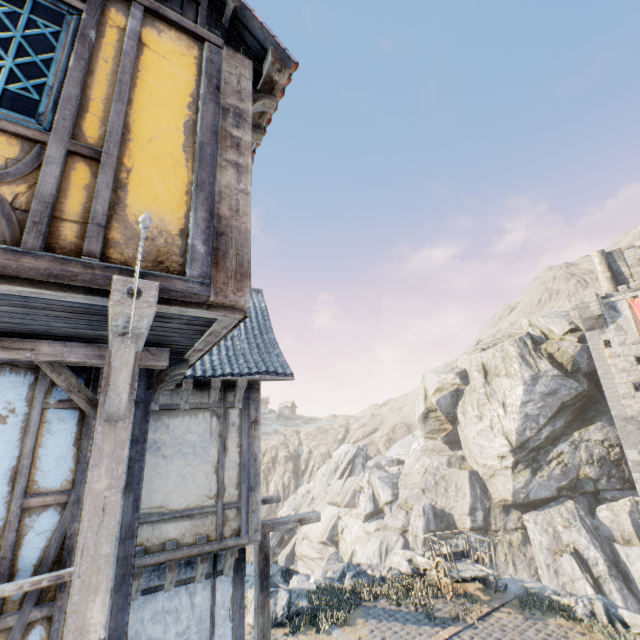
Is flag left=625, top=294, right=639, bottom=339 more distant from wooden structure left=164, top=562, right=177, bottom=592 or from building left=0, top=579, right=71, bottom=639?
wooden structure left=164, top=562, right=177, bottom=592

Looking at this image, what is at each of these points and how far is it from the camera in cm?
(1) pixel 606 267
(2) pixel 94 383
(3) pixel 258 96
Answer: (1) chimney, 2909
(2) building, 352
(3) wooden structure, 381

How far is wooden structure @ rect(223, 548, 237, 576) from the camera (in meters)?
5.78

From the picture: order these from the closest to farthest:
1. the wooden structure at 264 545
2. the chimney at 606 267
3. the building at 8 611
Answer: the building at 8 611 → the wooden structure at 264 545 → the chimney at 606 267

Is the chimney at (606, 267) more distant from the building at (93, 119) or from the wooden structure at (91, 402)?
the wooden structure at (91, 402)

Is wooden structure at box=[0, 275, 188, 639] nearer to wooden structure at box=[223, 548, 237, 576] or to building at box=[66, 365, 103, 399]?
building at box=[66, 365, 103, 399]

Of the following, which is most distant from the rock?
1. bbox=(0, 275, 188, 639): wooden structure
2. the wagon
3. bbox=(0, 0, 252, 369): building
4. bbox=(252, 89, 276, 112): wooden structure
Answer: bbox=(252, 89, 276, 112): wooden structure

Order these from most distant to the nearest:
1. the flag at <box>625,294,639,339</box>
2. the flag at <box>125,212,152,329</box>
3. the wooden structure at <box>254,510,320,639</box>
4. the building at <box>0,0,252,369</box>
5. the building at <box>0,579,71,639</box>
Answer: the flag at <box>625,294,639,339</box>, the wooden structure at <box>254,510,320,639</box>, the building at <box>0,579,71,639</box>, the building at <box>0,0,252,369</box>, the flag at <box>125,212,152,329</box>
